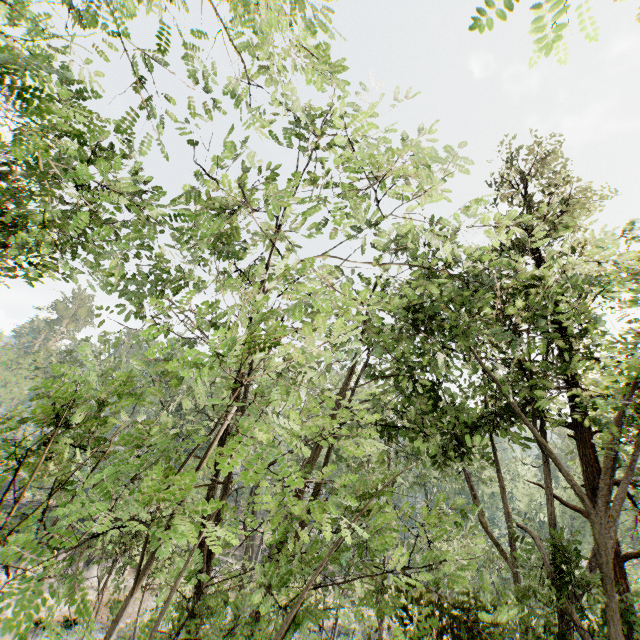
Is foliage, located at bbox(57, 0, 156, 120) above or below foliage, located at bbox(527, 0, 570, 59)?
above

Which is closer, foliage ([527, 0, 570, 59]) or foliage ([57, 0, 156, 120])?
foliage ([527, 0, 570, 59])

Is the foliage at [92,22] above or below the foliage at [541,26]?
above

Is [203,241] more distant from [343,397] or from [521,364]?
[521,364]

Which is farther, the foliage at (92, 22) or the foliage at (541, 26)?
the foliage at (92, 22)
